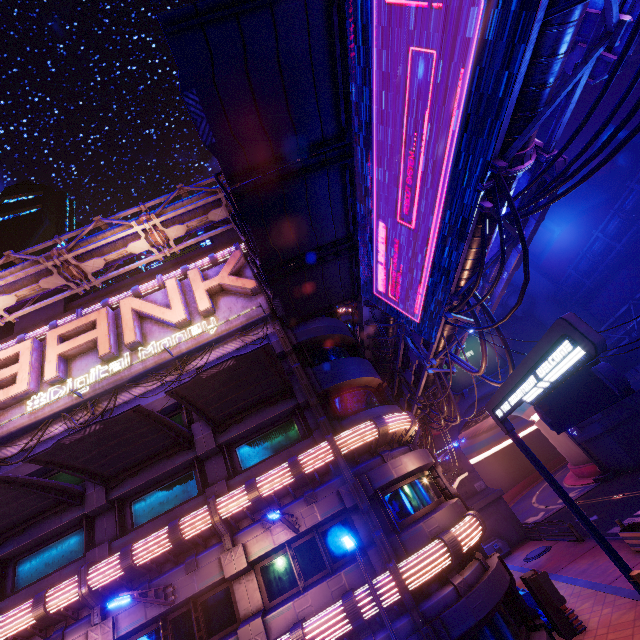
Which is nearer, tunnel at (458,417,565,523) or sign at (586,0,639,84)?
sign at (586,0,639,84)

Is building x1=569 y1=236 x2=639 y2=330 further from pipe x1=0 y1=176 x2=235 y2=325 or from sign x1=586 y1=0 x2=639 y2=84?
sign x1=586 y1=0 x2=639 y2=84

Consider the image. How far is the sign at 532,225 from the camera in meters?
9.8 m

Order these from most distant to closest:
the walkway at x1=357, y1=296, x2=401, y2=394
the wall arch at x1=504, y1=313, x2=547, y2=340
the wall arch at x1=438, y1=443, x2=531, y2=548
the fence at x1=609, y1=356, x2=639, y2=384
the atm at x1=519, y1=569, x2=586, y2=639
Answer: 1. the wall arch at x1=504, y1=313, x2=547, y2=340
2. the fence at x1=609, y1=356, x2=639, y2=384
3. the wall arch at x1=438, y1=443, x2=531, y2=548
4. the walkway at x1=357, y1=296, x2=401, y2=394
5. the atm at x1=519, y1=569, x2=586, y2=639

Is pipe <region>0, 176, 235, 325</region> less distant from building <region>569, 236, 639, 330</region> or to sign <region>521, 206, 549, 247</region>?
building <region>569, 236, 639, 330</region>

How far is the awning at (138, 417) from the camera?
11.19m

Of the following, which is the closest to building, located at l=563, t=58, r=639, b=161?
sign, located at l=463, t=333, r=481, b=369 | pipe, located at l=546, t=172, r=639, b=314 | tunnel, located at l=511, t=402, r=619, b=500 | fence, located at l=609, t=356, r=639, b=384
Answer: pipe, located at l=546, t=172, r=639, b=314

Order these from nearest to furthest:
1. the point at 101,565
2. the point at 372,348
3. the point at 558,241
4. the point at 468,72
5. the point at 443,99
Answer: the point at 468,72 → the point at 443,99 → the point at 101,565 → the point at 372,348 → the point at 558,241
